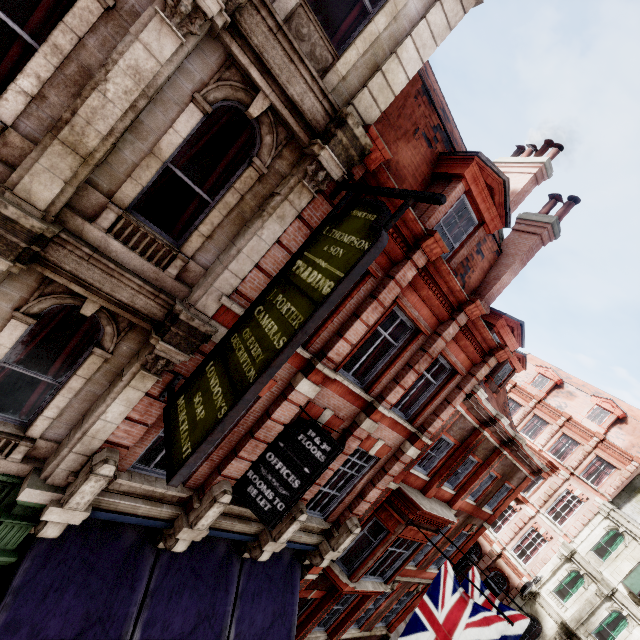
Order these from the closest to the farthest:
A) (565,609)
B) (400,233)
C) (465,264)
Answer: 1. (400,233)
2. (465,264)
3. (565,609)

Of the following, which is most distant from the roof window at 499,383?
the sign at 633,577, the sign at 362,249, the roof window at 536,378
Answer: A: the roof window at 536,378

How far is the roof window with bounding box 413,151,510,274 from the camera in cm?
789

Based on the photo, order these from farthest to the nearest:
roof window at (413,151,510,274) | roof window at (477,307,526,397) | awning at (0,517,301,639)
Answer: roof window at (477,307,526,397), roof window at (413,151,510,274), awning at (0,517,301,639)

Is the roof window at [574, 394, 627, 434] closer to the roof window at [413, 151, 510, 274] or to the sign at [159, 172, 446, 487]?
the roof window at [413, 151, 510, 274]

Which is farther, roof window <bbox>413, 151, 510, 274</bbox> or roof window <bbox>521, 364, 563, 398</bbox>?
roof window <bbox>521, 364, 563, 398</bbox>

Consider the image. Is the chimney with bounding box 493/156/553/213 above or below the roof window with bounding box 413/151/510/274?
above

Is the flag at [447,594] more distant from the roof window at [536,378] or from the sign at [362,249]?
the roof window at [536,378]
